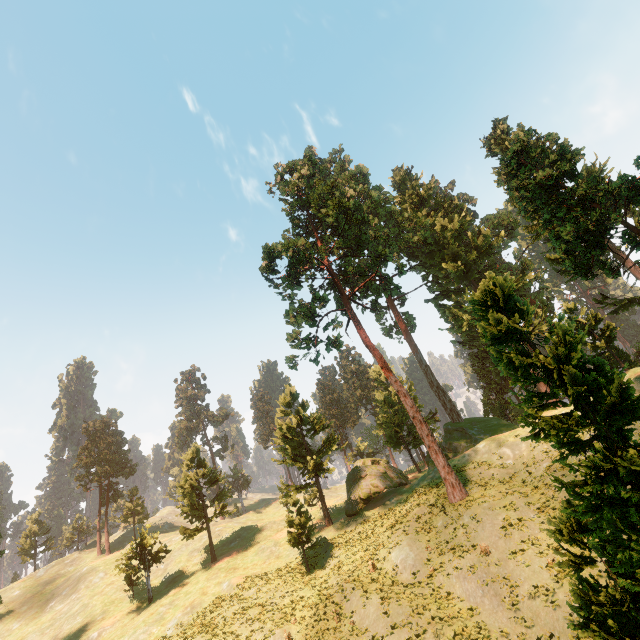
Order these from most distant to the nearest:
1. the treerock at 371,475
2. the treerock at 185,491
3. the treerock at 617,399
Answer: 1. the treerock at 185,491
2. the treerock at 371,475
3. the treerock at 617,399

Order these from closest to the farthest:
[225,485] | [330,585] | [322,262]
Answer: [330,585], [322,262], [225,485]

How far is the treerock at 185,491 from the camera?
39.0 meters

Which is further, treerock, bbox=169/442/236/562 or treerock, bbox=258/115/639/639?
treerock, bbox=169/442/236/562

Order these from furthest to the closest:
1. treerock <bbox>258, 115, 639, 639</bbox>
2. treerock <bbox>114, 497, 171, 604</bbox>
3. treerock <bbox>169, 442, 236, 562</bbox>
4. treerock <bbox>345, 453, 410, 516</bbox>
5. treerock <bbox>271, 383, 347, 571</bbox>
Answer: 1. treerock <bbox>169, 442, 236, 562</bbox>
2. treerock <bbox>114, 497, 171, 604</bbox>
3. treerock <bbox>345, 453, 410, 516</bbox>
4. treerock <bbox>271, 383, 347, 571</bbox>
5. treerock <bbox>258, 115, 639, 639</bbox>

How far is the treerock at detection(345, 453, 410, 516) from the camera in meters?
35.3 m
